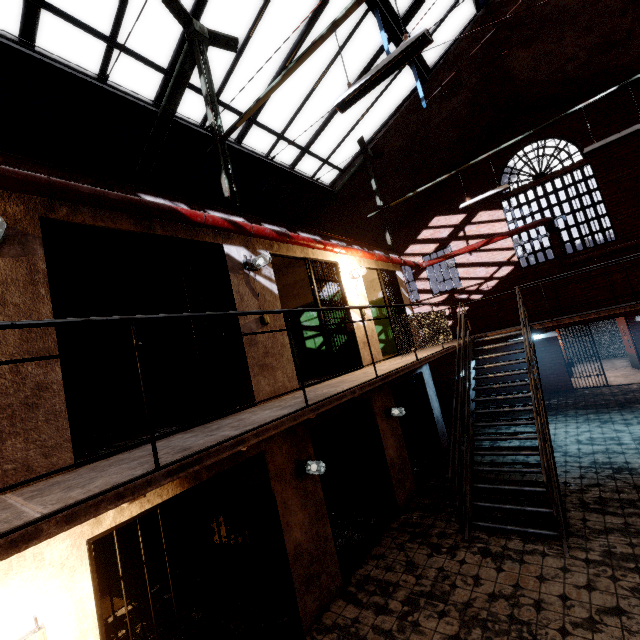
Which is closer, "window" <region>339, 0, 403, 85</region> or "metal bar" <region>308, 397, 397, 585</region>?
"metal bar" <region>308, 397, 397, 585</region>

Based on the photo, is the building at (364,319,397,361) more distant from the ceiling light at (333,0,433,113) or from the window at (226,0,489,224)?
the ceiling light at (333,0,433,113)

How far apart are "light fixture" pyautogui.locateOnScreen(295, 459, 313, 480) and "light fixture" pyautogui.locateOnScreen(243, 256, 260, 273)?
2.99m

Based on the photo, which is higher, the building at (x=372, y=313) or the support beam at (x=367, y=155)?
the support beam at (x=367, y=155)

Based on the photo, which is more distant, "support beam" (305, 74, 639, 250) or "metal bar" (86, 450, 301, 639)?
"support beam" (305, 74, 639, 250)

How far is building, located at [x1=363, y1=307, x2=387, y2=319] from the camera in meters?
7.5

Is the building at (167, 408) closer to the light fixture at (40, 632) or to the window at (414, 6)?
the light fixture at (40, 632)

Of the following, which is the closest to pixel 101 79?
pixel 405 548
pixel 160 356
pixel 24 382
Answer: pixel 160 356
